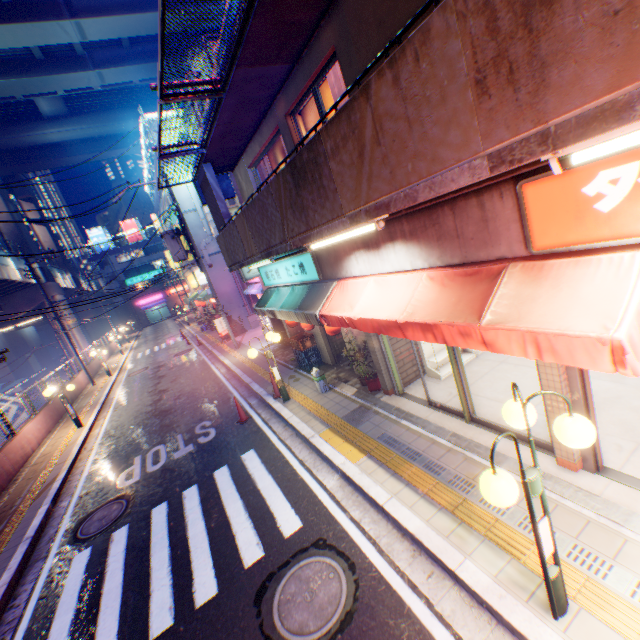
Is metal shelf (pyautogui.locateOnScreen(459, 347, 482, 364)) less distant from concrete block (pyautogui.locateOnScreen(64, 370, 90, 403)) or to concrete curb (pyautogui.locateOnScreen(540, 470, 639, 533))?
concrete curb (pyautogui.locateOnScreen(540, 470, 639, 533))

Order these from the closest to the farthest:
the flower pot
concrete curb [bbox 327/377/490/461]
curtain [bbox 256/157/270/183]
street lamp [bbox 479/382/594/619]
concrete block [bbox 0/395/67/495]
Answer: street lamp [bbox 479/382/594/619]
concrete curb [bbox 327/377/490/461]
the flower pot
curtain [bbox 256/157/270/183]
concrete block [bbox 0/395/67/495]

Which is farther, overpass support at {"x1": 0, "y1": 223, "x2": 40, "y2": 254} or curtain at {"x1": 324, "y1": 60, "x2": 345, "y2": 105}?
overpass support at {"x1": 0, "y1": 223, "x2": 40, "y2": 254}

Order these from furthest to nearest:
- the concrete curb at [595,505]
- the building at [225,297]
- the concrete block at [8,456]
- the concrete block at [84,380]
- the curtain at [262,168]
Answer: the building at [225,297]
the concrete block at [84,380]
the concrete block at [8,456]
the curtain at [262,168]
the concrete curb at [595,505]

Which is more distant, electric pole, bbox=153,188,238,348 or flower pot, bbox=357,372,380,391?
electric pole, bbox=153,188,238,348

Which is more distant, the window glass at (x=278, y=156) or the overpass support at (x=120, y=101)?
the overpass support at (x=120, y=101)

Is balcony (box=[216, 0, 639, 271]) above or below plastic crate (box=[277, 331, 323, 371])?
above

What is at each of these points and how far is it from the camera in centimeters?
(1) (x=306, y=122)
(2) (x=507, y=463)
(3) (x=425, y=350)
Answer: (1) window glass, 707cm
(2) concrete curb, 498cm
(3) metal shelf, 823cm
